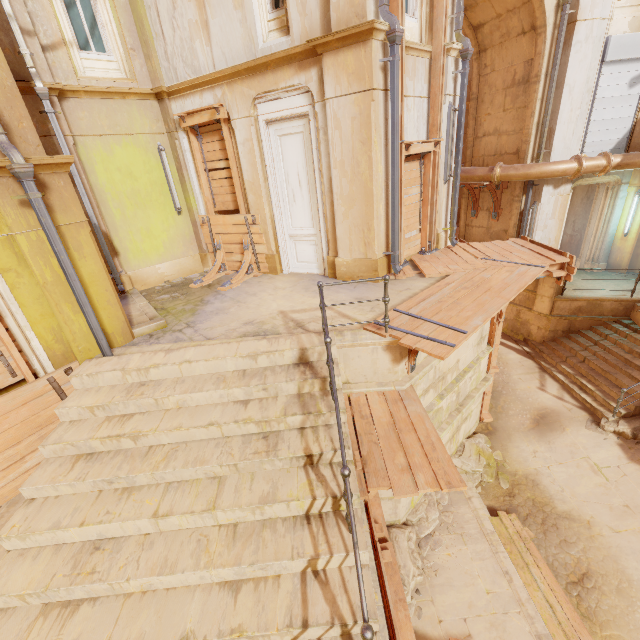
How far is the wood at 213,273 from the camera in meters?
8.8

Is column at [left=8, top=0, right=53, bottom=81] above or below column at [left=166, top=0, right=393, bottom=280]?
above

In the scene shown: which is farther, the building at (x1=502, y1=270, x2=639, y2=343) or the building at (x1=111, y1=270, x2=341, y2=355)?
the building at (x1=502, y1=270, x2=639, y2=343)

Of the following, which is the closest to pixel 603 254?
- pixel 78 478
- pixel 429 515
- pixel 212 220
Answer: pixel 429 515

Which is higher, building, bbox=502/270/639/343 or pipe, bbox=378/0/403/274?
pipe, bbox=378/0/403/274

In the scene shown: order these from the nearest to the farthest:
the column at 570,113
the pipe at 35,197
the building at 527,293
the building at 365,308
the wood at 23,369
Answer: the pipe at 35,197 → the wood at 23,369 → the building at 365,308 → the column at 570,113 → the building at 527,293

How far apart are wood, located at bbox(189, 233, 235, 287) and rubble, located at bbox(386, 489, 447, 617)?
6.7m

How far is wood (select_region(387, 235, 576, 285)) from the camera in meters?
7.5 m
